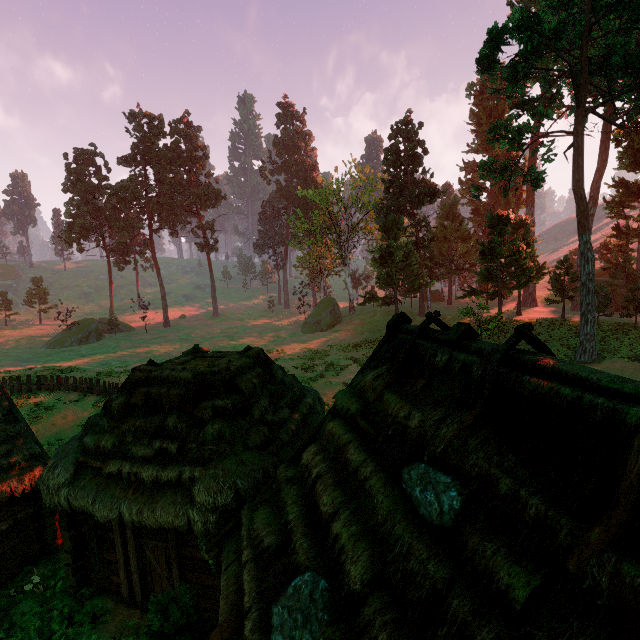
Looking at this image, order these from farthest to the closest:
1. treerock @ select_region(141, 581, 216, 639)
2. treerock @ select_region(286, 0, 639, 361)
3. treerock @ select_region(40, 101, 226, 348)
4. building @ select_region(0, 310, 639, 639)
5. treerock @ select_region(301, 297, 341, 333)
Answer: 1. treerock @ select_region(40, 101, 226, 348)
2. treerock @ select_region(301, 297, 341, 333)
3. treerock @ select_region(286, 0, 639, 361)
4. treerock @ select_region(141, 581, 216, 639)
5. building @ select_region(0, 310, 639, 639)

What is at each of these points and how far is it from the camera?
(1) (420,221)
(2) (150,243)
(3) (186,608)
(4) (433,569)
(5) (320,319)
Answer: (1) treerock, 39.3 meters
(2) treerock, 54.8 meters
(3) treerock, 5.7 meters
(4) building, 3.2 meters
(5) treerock, 49.0 meters

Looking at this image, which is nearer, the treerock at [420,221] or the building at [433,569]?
the building at [433,569]

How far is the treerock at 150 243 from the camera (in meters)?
49.47

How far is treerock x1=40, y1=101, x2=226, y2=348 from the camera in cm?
4947

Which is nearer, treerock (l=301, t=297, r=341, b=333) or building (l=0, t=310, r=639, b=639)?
building (l=0, t=310, r=639, b=639)
